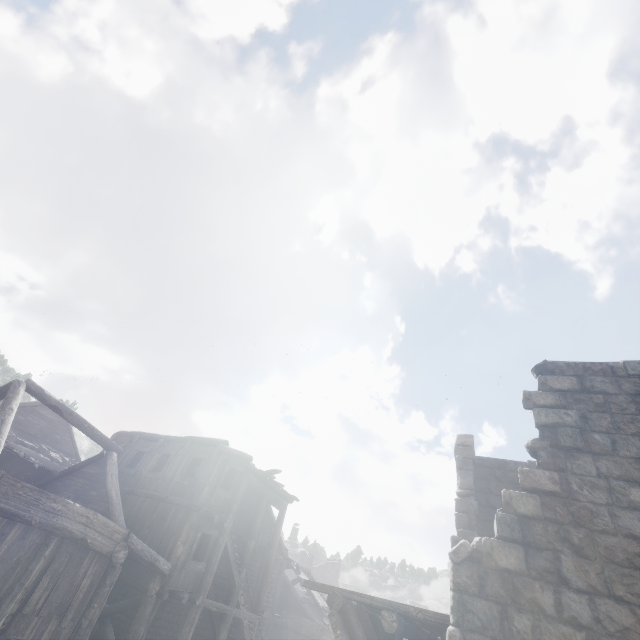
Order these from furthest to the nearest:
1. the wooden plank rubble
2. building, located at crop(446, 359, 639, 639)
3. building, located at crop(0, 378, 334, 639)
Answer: building, located at crop(0, 378, 334, 639) → the wooden plank rubble → building, located at crop(446, 359, 639, 639)

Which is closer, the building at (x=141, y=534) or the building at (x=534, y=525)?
the building at (x=534, y=525)

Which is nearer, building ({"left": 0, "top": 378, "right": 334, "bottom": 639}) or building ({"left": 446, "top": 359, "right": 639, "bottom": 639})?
building ({"left": 446, "top": 359, "right": 639, "bottom": 639})

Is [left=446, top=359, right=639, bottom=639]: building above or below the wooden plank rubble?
above

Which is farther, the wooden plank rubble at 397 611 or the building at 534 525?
the wooden plank rubble at 397 611

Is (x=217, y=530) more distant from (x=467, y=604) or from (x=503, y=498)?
(x=503, y=498)

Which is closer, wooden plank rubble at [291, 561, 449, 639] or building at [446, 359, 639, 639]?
building at [446, 359, 639, 639]
